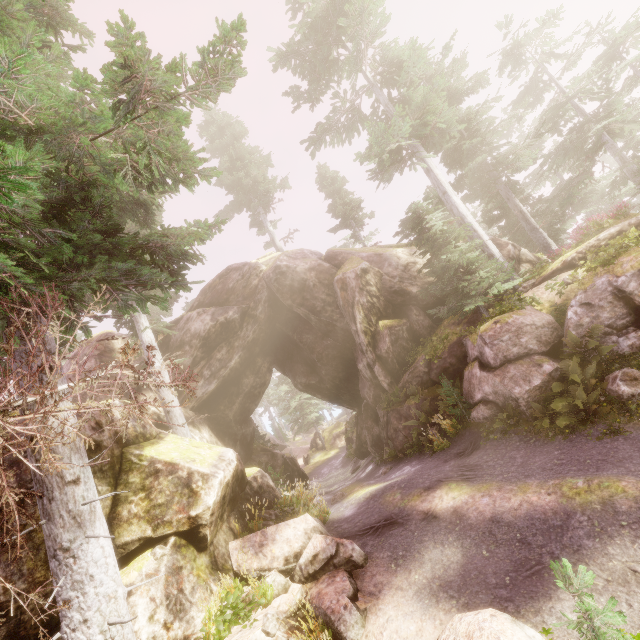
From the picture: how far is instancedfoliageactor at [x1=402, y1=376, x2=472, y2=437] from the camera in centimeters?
1259cm

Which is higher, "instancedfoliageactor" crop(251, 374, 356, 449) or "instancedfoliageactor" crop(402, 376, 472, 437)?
"instancedfoliageactor" crop(251, 374, 356, 449)

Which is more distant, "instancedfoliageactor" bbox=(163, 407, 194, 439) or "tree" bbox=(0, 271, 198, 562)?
"instancedfoliageactor" bbox=(163, 407, 194, 439)

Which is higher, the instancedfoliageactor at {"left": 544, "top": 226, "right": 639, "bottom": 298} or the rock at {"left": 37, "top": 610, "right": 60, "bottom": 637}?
the instancedfoliageactor at {"left": 544, "top": 226, "right": 639, "bottom": 298}

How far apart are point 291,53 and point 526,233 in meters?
19.6 m

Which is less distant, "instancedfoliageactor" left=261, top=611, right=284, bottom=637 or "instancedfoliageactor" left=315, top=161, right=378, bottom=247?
"instancedfoliageactor" left=261, top=611, right=284, bottom=637

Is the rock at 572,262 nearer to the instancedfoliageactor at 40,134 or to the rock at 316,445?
the instancedfoliageactor at 40,134
